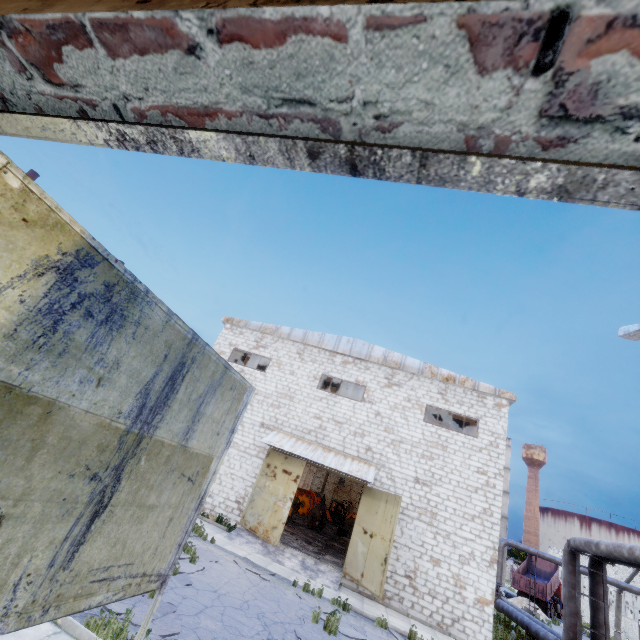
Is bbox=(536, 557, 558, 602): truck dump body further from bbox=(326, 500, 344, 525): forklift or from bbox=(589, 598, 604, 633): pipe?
bbox=(326, 500, 344, 525): forklift

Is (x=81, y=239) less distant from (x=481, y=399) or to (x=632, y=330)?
(x=632, y=330)

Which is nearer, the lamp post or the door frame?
the door frame

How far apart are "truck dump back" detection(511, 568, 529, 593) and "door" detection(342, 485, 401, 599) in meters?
31.8 m

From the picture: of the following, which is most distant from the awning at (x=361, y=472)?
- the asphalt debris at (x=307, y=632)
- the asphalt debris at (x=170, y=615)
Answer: the asphalt debris at (x=170, y=615)

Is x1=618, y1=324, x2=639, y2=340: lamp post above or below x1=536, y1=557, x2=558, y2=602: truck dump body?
above

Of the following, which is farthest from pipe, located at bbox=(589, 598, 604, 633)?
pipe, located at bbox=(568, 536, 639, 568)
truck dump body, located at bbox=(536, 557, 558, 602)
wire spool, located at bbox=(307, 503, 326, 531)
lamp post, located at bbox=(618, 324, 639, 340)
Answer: truck dump body, located at bbox=(536, 557, 558, 602)

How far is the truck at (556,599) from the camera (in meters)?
33.14
